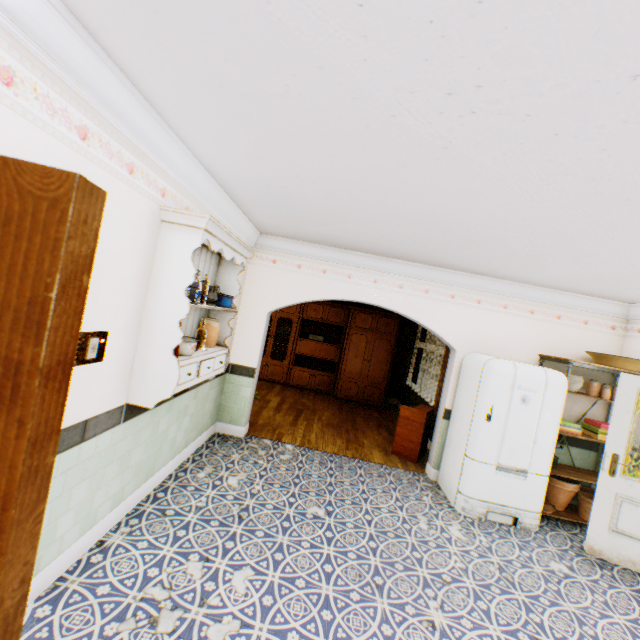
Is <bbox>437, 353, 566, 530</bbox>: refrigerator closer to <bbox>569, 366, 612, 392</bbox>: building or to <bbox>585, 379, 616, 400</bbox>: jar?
<bbox>569, 366, 612, 392</bbox>: building

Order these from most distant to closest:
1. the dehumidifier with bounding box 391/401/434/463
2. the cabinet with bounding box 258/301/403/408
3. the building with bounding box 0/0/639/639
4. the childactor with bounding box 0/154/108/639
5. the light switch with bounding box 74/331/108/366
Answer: the cabinet with bounding box 258/301/403/408 → the dehumidifier with bounding box 391/401/434/463 → the light switch with bounding box 74/331/108/366 → the building with bounding box 0/0/639/639 → the childactor with bounding box 0/154/108/639

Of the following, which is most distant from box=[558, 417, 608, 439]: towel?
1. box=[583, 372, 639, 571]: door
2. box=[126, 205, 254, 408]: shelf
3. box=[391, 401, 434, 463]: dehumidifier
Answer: box=[126, 205, 254, 408]: shelf

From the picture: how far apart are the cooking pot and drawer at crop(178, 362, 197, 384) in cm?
9

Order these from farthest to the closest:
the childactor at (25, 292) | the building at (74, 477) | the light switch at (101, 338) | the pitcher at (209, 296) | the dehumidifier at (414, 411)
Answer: the dehumidifier at (414, 411) < the pitcher at (209, 296) < the light switch at (101, 338) < the building at (74, 477) < the childactor at (25, 292)

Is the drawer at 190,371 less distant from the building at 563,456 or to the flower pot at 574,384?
the building at 563,456

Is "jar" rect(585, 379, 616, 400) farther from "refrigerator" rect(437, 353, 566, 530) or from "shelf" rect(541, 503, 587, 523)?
"refrigerator" rect(437, 353, 566, 530)

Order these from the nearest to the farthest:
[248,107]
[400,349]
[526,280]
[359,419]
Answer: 1. [248,107]
2. [526,280]
3. [359,419]
4. [400,349]
